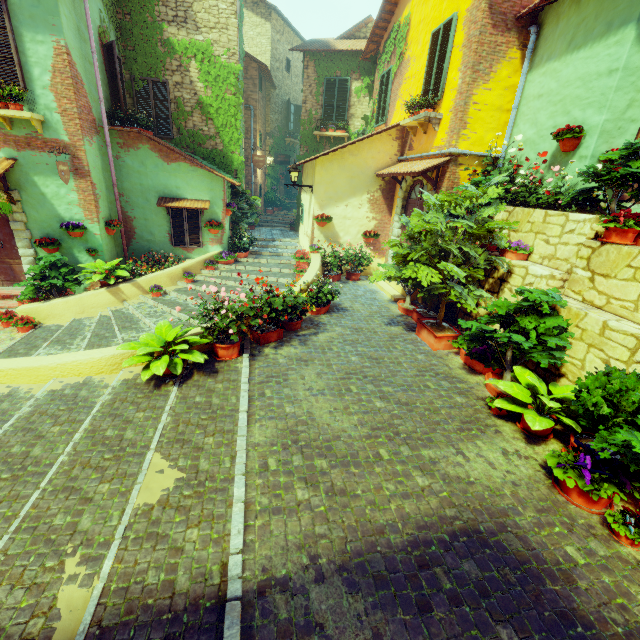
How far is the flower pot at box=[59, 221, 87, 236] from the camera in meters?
8.3

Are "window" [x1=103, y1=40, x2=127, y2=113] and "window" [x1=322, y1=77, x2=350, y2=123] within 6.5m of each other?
no

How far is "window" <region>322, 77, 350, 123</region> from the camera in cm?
1343

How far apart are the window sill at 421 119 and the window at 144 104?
7.6 meters

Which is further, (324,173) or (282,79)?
(282,79)

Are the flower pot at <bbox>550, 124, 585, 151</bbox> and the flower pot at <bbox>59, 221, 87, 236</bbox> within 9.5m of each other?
no

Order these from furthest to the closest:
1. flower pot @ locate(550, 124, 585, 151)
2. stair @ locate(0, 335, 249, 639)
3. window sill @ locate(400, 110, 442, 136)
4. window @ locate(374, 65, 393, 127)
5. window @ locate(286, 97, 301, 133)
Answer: window @ locate(286, 97, 301, 133)
window @ locate(374, 65, 393, 127)
window sill @ locate(400, 110, 442, 136)
flower pot @ locate(550, 124, 585, 151)
stair @ locate(0, 335, 249, 639)

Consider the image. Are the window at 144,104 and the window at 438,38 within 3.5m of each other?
no
